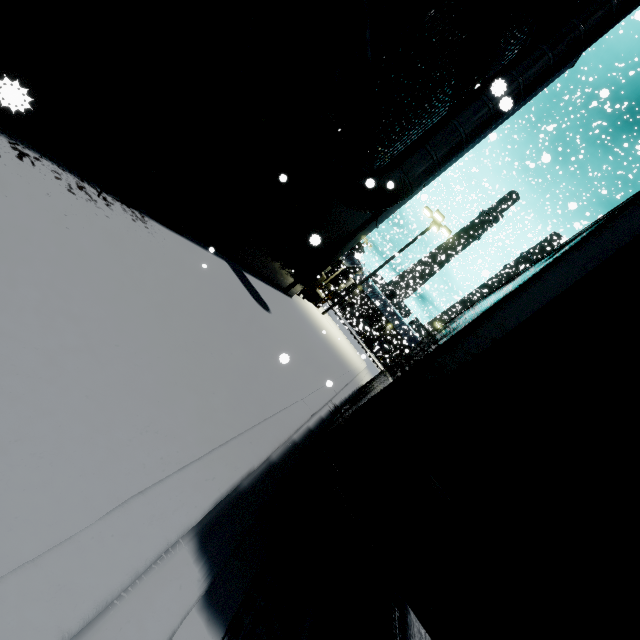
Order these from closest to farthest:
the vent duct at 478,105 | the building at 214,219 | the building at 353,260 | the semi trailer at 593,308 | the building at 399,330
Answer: the semi trailer at 593,308 < the building at 214,219 < the vent duct at 478,105 < the building at 353,260 < the building at 399,330

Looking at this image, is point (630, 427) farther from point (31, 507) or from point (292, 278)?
point (292, 278)

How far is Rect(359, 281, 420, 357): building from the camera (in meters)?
40.66

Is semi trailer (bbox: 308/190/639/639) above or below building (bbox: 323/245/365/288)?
below

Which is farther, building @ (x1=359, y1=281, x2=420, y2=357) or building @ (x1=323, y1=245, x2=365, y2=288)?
building @ (x1=359, y1=281, x2=420, y2=357)

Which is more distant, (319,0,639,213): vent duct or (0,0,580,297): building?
(319,0,639,213): vent duct

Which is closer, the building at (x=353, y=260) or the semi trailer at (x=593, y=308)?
the semi trailer at (x=593, y=308)
